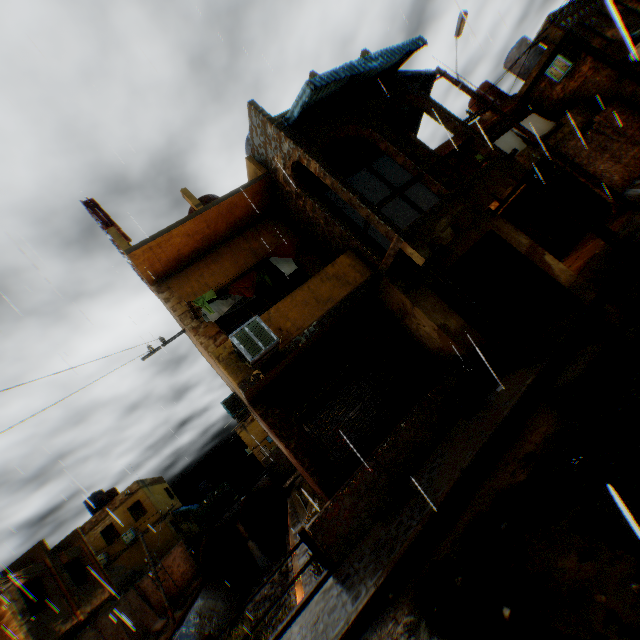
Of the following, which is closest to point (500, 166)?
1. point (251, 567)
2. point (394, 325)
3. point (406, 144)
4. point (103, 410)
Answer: point (406, 144)

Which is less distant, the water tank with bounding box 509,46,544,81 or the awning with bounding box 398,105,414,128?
the awning with bounding box 398,105,414,128

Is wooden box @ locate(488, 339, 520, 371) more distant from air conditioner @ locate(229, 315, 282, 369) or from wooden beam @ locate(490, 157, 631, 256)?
air conditioner @ locate(229, 315, 282, 369)

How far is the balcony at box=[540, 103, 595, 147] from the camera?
13.77m

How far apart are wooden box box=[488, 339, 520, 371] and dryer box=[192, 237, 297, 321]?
5.7 meters

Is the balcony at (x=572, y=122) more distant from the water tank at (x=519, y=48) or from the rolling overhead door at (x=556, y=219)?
the water tank at (x=519, y=48)

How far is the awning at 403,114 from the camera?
11.45m

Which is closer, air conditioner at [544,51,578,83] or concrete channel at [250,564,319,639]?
concrete channel at [250,564,319,639]
